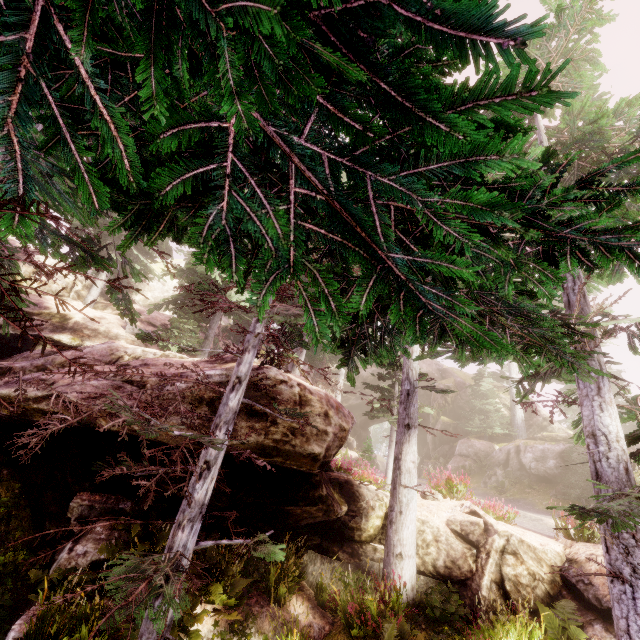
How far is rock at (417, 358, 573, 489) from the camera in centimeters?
2005cm

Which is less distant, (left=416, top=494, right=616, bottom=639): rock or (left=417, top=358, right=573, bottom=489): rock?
(left=416, top=494, right=616, bottom=639): rock

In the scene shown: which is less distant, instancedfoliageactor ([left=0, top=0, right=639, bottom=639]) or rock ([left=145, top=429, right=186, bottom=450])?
instancedfoliageactor ([left=0, top=0, right=639, bottom=639])

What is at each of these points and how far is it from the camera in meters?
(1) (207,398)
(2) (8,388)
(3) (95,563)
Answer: (1) rock, 7.3
(2) rock, 7.2
(3) rock, 7.2

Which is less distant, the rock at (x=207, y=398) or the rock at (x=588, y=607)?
the rock at (x=207, y=398)

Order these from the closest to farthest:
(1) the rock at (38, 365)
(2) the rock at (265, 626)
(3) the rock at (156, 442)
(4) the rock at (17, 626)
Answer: (4) the rock at (17, 626) → (3) the rock at (156, 442) → (1) the rock at (38, 365) → (2) the rock at (265, 626)
